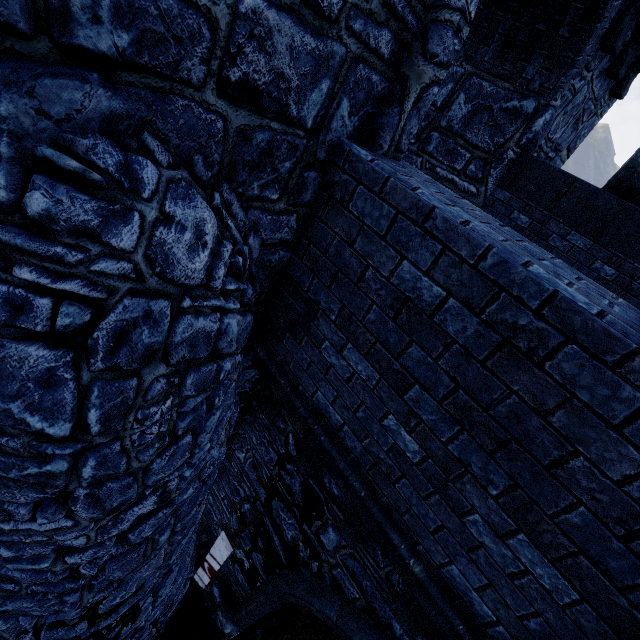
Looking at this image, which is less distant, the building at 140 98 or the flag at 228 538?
the building at 140 98

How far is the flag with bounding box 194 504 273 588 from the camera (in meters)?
4.75

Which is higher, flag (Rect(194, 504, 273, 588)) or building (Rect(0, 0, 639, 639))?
building (Rect(0, 0, 639, 639))

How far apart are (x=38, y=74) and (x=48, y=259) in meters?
0.9

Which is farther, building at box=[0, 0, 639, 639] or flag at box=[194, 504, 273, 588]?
flag at box=[194, 504, 273, 588]

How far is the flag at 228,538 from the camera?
4.7 meters
